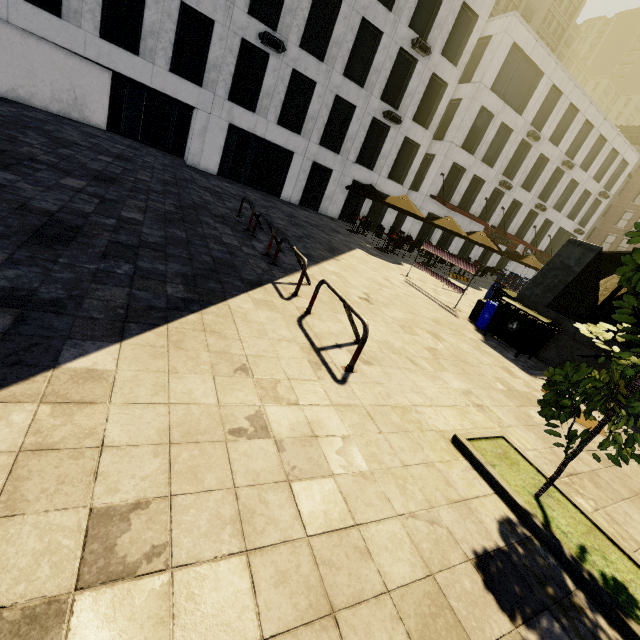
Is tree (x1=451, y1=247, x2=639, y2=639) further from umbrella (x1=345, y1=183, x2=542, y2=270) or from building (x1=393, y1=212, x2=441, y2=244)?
building (x1=393, y1=212, x2=441, y2=244)

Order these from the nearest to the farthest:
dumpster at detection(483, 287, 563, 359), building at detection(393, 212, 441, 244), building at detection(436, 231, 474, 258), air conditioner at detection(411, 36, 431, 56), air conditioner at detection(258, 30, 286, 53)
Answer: dumpster at detection(483, 287, 563, 359)
air conditioner at detection(258, 30, 286, 53)
air conditioner at detection(411, 36, 431, 56)
building at detection(393, 212, 441, 244)
building at detection(436, 231, 474, 258)

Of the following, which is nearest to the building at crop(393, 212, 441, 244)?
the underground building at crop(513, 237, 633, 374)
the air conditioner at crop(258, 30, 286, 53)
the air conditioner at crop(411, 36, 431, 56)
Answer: the air conditioner at crop(411, 36, 431, 56)

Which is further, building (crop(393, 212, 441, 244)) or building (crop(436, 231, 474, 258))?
building (crop(436, 231, 474, 258))

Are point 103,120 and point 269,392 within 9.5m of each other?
no

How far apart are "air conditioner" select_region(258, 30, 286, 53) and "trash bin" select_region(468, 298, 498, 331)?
17.1 meters

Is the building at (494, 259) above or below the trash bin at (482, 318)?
above

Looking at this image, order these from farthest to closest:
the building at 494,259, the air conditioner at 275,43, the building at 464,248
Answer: the building at 494,259 < the building at 464,248 < the air conditioner at 275,43
